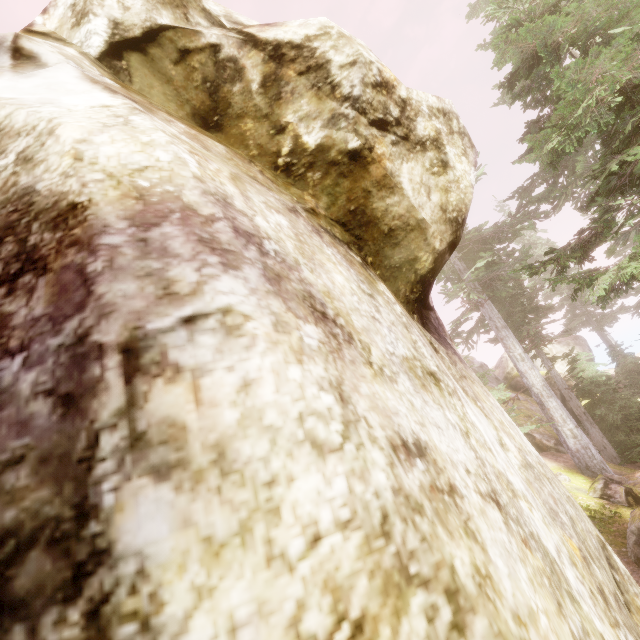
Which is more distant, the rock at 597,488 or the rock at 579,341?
the rock at 579,341

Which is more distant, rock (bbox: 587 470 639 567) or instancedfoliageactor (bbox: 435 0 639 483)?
rock (bbox: 587 470 639 567)

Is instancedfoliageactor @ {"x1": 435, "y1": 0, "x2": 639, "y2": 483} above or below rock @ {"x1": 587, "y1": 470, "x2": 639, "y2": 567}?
above

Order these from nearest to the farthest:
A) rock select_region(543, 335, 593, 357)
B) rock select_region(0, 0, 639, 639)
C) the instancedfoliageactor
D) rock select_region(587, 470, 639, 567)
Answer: rock select_region(0, 0, 639, 639), the instancedfoliageactor, rock select_region(587, 470, 639, 567), rock select_region(543, 335, 593, 357)

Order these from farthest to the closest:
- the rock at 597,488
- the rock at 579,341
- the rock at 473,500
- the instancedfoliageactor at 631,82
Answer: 1. the rock at 579,341
2. the rock at 597,488
3. the instancedfoliageactor at 631,82
4. the rock at 473,500

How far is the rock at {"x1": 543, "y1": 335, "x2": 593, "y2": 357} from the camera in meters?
27.9

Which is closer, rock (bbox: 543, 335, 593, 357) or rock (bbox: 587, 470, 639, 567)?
rock (bbox: 587, 470, 639, 567)

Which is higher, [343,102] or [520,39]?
[520,39]
